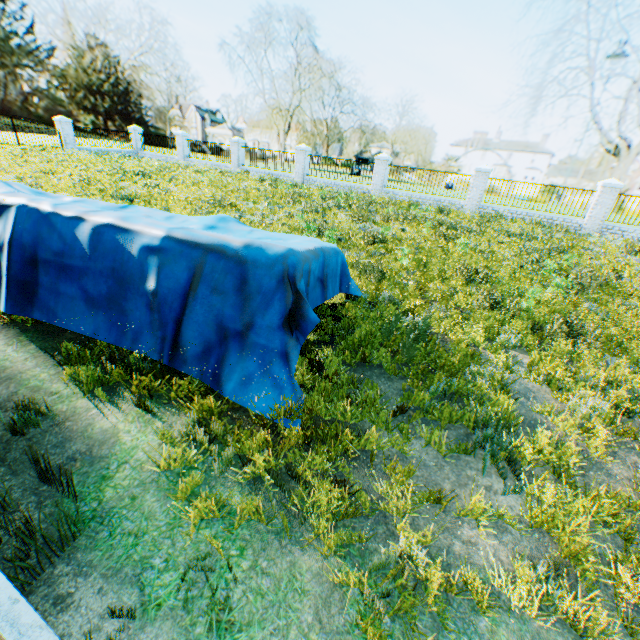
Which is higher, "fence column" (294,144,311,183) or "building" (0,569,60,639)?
"fence column" (294,144,311,183)

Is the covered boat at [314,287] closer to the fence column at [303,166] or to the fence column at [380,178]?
the fence column at [380,178]

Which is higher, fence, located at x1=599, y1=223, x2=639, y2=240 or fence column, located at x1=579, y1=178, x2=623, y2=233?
fence column, located at x1=579, y1=178, x2=623, y2=233

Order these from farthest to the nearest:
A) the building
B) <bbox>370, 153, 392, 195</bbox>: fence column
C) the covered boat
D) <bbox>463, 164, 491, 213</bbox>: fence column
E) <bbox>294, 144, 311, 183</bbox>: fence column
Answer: <bbox>294, 144, 311, 183</bbox>: fence column, <bbox>370, 153, 392, 195</bbox>: fence column, <bbox>463, 164, 491, 213</bbox>: fence column, the covered boat, the building

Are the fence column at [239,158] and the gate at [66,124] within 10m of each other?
no

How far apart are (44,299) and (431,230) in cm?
902

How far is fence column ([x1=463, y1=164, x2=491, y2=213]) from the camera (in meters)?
16.92

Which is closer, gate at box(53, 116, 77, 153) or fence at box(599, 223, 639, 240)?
fence at box(599, 223, 639, 240)
